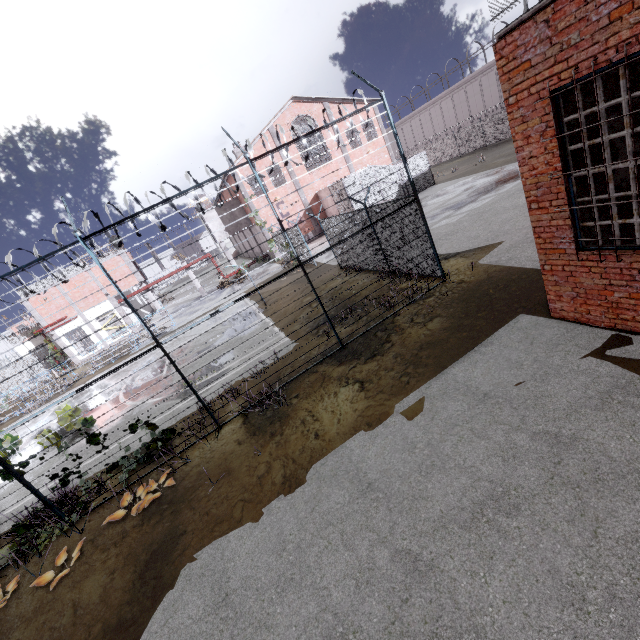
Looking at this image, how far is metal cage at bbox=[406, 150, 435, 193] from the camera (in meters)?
28.27

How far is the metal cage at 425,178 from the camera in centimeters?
2827cm

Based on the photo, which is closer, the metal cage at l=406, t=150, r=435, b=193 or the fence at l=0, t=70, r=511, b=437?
the fence at l=0, t=70, r=511, b=437

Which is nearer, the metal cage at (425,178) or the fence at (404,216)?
the fence at (404,216)

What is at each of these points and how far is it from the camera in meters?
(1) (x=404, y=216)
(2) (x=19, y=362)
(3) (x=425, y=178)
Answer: (1) fence, 10.3
(2) fence, 29.7
(3) metal cage, 29.0
